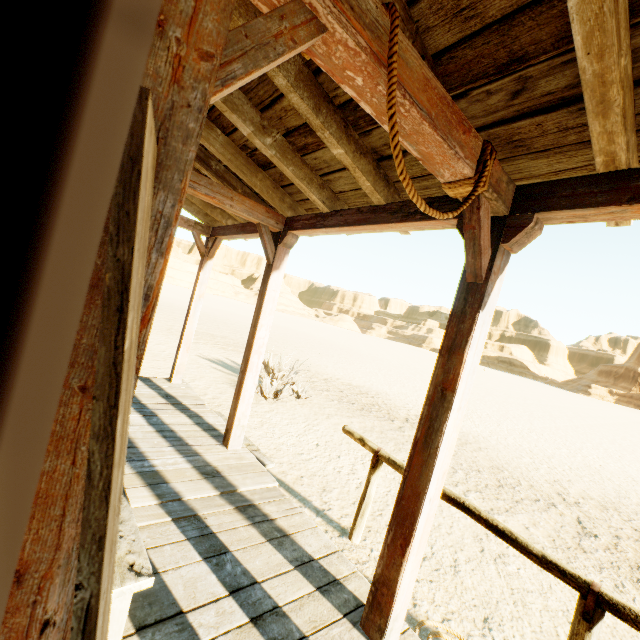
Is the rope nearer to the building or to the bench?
the building

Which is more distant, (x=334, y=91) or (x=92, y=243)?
(x=334, y=91)

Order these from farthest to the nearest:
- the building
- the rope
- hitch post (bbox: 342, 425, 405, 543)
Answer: hitch post (bbox: 342, 425, 405, 543), the rope, the building

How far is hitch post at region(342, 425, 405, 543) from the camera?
3.2m

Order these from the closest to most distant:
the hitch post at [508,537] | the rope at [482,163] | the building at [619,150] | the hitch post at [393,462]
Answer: the building at [619,150] → the rope at [482,163] → the hitch post at [508,537] → the hitch post at [393,462]

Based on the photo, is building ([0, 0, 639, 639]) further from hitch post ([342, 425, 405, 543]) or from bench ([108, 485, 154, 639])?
hitch post ([342, 425, 405, 543])

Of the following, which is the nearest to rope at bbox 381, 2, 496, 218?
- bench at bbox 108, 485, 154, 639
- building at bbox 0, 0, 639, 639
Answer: building at bbox 0, 0, 639, 639

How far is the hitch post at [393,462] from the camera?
3.2m
